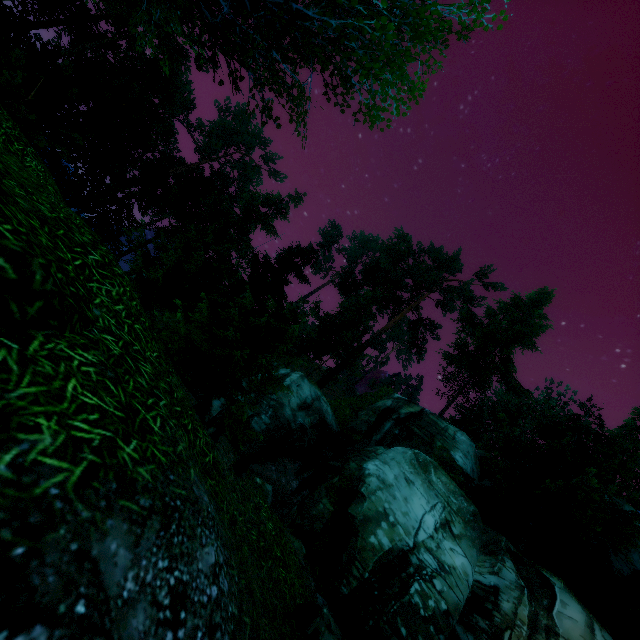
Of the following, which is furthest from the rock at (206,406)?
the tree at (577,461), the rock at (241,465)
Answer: the tree at (577,461)

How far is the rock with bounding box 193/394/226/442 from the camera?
4.7 meters

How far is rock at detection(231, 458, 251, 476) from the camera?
4.6m

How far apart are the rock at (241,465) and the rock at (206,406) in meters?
0.4

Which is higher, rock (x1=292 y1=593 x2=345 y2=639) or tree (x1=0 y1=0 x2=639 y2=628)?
tree (x1=0 y1=0 x2=639 y2=628)

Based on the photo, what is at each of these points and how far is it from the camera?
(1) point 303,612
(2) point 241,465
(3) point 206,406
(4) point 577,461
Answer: (1) rock, 4.53m
(2) rock, 4.69m
(3) rock, 4.75m
(4) tree, 13.91m

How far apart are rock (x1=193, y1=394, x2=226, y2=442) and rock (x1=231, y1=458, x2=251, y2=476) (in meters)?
0.40

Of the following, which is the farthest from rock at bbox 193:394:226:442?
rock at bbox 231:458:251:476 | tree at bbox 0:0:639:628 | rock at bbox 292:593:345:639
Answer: tree at bbox 0:0:639:628
